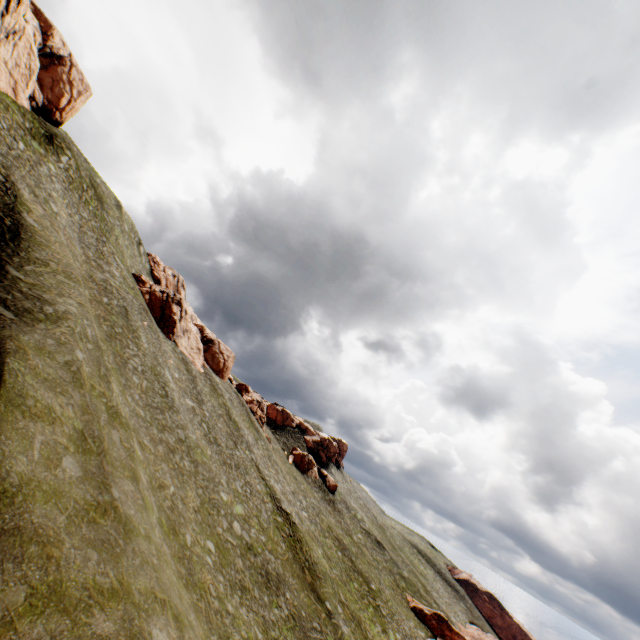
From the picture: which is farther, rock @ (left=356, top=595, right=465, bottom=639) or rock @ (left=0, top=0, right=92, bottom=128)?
rock @ (left=356, top=595, right=465, bottom=639)

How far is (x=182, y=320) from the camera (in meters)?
53.50

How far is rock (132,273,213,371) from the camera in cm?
4925

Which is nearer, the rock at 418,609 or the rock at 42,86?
the rock at 42,86

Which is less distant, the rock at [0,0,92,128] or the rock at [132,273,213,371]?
the rock at [0,0,92,128]

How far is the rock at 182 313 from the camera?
49.25m

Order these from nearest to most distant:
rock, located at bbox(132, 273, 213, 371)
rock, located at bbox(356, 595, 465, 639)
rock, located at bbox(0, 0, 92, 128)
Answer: rock, located at bbox(0, 0, 92, 128) → rock, located at bbox(132, 273, 213, 371) → rock, located at bbox(356, 595, 465, 639)
